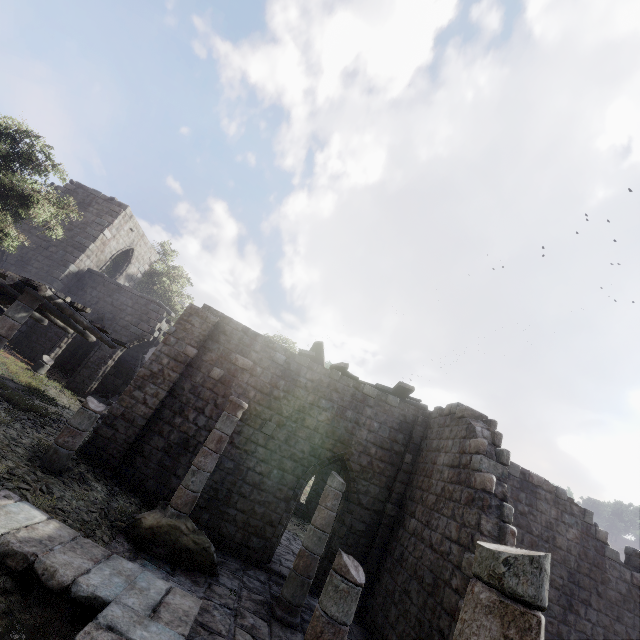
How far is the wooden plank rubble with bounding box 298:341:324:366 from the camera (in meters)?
12.70

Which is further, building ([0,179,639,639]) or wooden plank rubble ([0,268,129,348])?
wooden plank rubble ([0,268,129,348])

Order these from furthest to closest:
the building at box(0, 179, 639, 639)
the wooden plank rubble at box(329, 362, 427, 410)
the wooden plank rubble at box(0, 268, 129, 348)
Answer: the wooden plank rubble at box(329, 362, 427, 410)
the wooden plank rubble at box(0, 268, 129, 348)
the building at box(0, 179, 639, 639)

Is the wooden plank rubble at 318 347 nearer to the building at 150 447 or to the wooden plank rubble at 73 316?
the building at 150 447

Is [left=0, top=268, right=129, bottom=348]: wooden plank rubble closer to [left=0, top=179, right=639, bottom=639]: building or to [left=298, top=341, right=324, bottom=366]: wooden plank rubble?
→ [left=0, top=179, right=639, bottom=639]: building

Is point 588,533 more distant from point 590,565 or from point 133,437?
point 133,437
